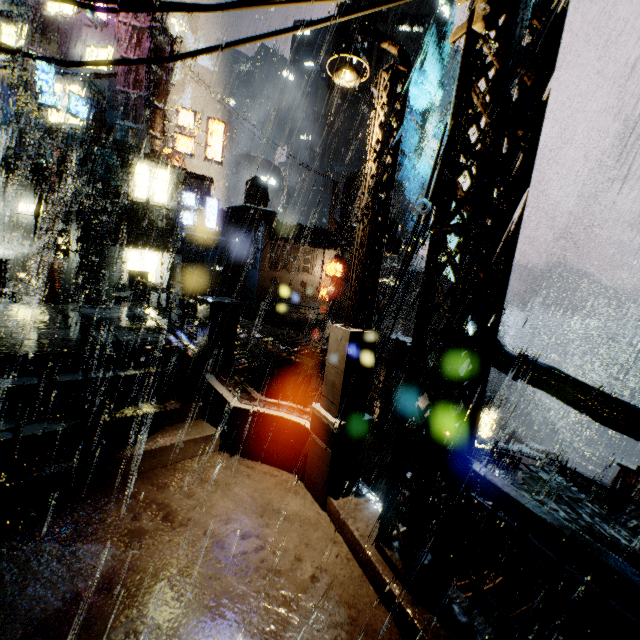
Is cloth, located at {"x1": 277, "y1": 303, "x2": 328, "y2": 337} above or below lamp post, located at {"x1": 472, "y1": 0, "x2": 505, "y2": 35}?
A: below

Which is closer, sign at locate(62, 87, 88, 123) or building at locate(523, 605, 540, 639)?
building at locate(523, 605, 540, 639)

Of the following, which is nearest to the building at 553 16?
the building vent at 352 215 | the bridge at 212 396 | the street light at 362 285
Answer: the bridge at 212 396

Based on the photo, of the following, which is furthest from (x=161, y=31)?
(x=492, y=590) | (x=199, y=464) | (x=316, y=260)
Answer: (x=492, y=590)

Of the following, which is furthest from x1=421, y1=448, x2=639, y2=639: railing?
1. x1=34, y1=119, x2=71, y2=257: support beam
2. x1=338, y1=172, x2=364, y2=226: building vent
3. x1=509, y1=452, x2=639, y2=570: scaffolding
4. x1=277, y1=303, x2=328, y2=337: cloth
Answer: x1=338, y1=172, x2=364, y2=226: building vent

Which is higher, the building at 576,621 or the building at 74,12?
the building at 74,12

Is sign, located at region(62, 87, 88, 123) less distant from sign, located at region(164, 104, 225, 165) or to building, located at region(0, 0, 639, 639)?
building, located at region(0, 0, 639, 639)

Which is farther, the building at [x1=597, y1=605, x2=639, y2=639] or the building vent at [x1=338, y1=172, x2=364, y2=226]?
the building vent at [x1=338, y1=172, x2=364, y2=226]
